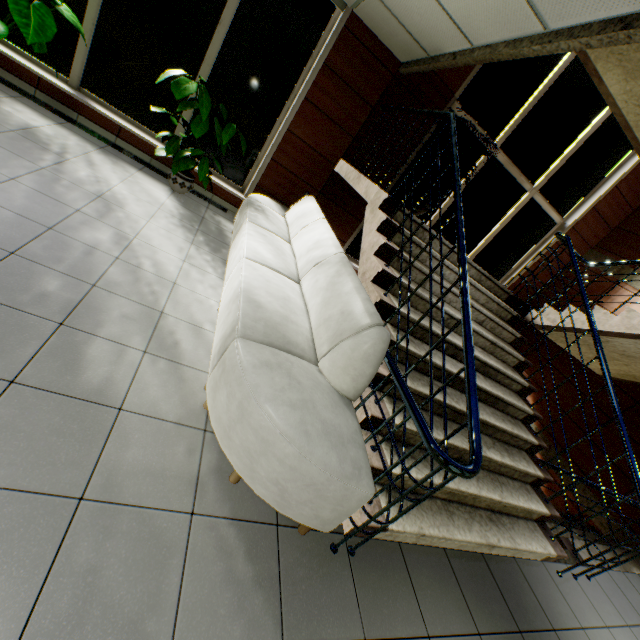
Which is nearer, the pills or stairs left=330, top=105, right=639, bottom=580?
stairs left=330, top=105, right=639, bottom=580

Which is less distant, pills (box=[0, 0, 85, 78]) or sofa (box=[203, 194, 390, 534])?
sofa (box=[203, 194, 390, 534])

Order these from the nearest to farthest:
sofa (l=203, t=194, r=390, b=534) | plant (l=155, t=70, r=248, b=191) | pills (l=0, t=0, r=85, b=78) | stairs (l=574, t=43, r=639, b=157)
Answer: sofa (l=203, t=194, r=390, b=534) < pills (l=0, t=0, r=85, b=78) < plant (l=155, t=70, r=248, b=191) < stairs (l=574, t=43, r=639, b=157)

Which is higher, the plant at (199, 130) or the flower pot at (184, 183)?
the plant at (199, 130)

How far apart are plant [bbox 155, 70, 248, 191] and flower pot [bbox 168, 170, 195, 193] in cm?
70

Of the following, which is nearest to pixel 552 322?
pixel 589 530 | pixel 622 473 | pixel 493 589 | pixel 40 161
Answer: pixel 589 530

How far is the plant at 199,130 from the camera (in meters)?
3.94

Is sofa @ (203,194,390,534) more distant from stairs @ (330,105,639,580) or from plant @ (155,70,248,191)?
plant @ (155,70,248,191)
